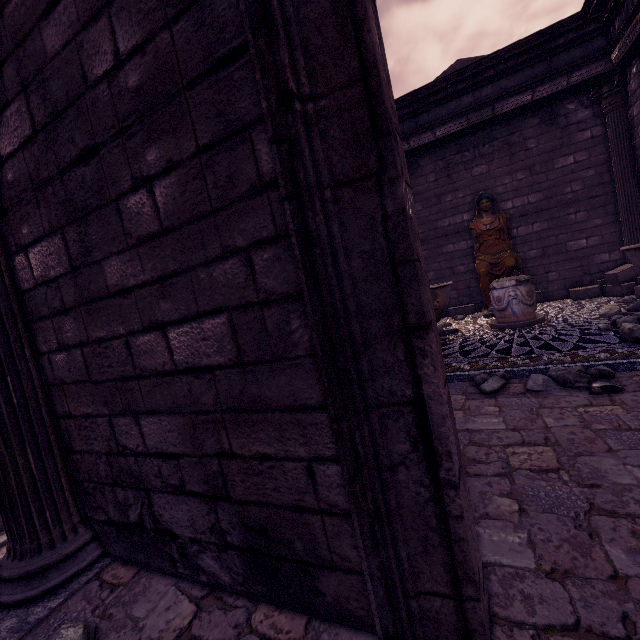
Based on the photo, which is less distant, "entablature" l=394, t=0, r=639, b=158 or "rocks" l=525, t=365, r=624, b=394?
"rocks" l=525, t=365, r=624, b=394

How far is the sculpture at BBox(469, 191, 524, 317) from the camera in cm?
812

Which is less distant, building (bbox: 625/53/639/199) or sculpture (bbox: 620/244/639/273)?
sculpture (bbox: 620/244/639/273)

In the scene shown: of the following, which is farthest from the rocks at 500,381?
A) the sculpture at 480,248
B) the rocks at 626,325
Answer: the sculpture at 480,248

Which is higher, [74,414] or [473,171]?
[473,171]

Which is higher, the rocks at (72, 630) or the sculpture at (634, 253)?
the sculpture at (634, 253)

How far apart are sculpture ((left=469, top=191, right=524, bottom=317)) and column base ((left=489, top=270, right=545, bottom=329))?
0.9m

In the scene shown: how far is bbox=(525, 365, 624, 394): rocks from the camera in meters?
3.1
